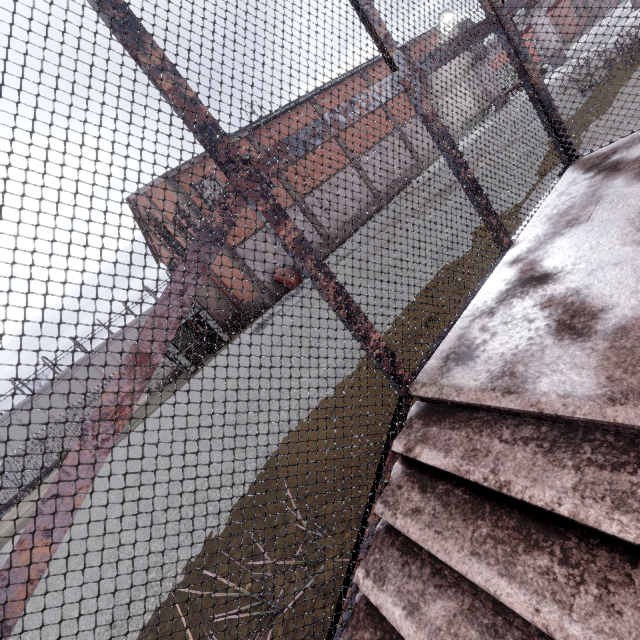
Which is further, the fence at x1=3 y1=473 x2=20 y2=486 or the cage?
the fence at x1=3 y1=473 x2=20 y2=486

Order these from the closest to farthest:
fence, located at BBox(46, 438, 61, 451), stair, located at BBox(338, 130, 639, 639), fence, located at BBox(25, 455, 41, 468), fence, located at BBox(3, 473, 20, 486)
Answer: stair, located at BBox(338, 130, 639, 639) < fence, located at BBox(3, 473, 20, 486) < fence, located at BBox(25, 455, 41, 468) < fence, located at BBox(46, 438, 61, 451)

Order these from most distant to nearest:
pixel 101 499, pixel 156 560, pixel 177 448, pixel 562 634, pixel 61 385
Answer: pixel 61 385 < pixel 101 499 < pixel 177 448 < pixel 156 560 < pixel 562 634

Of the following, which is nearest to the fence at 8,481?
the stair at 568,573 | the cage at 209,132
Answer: the cage at 209,132

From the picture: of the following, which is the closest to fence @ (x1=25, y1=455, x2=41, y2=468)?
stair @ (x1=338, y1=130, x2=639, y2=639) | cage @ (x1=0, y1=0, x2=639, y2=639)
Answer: cage @ (x1=0, y1=0, x2=639, y2=639)

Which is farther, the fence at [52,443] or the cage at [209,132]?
the fence at [52,443]
